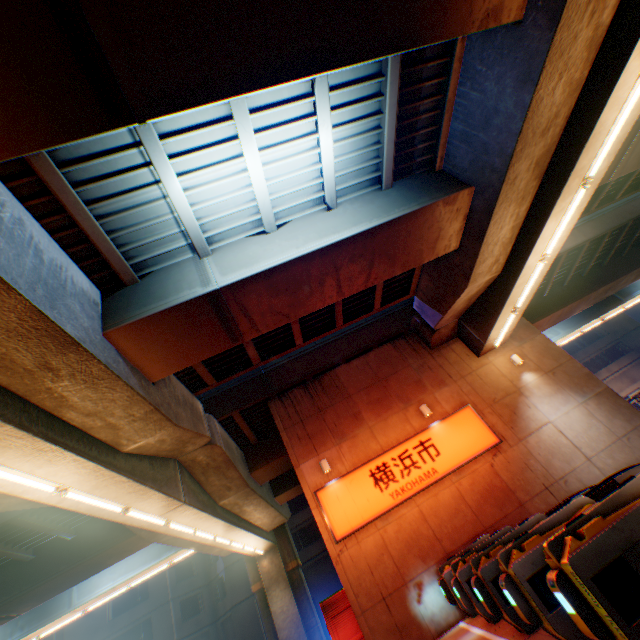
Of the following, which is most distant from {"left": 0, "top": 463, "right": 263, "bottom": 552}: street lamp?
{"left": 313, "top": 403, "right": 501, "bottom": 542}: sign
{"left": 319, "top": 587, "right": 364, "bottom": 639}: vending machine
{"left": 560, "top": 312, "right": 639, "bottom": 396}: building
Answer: {"left": 560, "top": 312, "right": 639, "bottom": 396}: building

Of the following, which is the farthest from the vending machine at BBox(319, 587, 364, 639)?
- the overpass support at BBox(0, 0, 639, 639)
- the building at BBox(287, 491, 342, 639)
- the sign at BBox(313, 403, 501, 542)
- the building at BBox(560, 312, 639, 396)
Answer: the building at BBox(560, 312, 639, 396)

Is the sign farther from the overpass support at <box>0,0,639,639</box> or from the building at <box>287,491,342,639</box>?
the building at <box>287,491,342,639</box>

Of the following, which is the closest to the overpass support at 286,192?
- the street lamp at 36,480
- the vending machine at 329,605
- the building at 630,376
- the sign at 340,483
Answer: the street lamp at 36,480

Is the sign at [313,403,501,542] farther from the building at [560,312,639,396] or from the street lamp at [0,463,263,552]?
the building at [560,312,639,396]

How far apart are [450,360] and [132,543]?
A: 16.6m

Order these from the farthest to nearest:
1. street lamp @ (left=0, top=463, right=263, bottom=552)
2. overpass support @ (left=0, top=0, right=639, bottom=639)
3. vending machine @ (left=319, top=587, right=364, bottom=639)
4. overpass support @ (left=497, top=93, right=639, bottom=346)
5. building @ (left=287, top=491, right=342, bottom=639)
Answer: building @ (left=287, top=491, right=342, bottom=639)
overpass support @ (left=497, top=93, right=639, bottom=346)
vending machine @ (left=319, top=587, right=364, bottom=639)
street lamp @ (left=0, top=463, right=263, bottom=552)
overpass support @ (left=0, top=0, right=639, bottom=639)

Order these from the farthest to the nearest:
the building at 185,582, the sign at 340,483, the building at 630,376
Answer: the building at 630,376, the building at 185,582, the sign at 340,483
